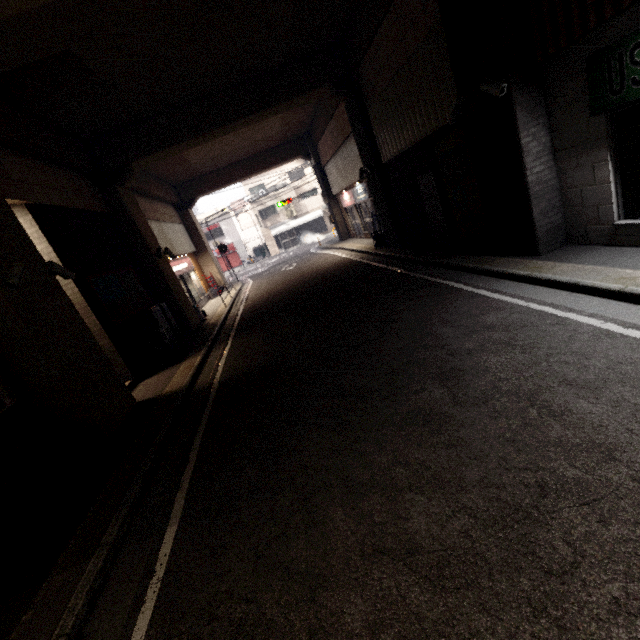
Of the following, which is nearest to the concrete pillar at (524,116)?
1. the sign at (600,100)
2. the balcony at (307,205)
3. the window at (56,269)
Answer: the window at (56,269)

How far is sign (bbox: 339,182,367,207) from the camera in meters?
15.5 m

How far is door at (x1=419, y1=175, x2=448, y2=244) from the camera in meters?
9.2

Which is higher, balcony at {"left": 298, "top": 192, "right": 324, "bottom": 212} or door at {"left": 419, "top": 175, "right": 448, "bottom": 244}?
balcony at {"left": 298, "top": 192, "right": 324, "bottom": 212}

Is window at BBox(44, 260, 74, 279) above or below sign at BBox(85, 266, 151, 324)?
above

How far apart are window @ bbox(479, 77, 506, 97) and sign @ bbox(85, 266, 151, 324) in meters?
9.4 m

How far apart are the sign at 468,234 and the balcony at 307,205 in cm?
2831

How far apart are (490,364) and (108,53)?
9.79m
